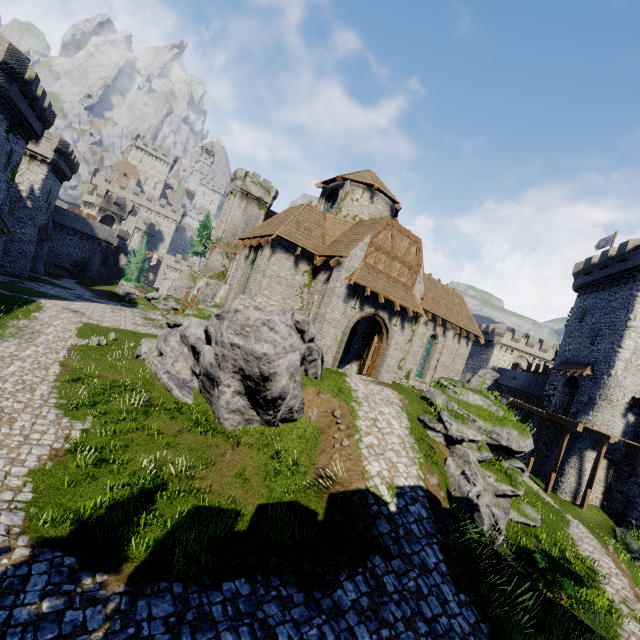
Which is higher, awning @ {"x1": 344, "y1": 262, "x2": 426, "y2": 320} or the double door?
awning @ {"x1": 344, "y1": 262, "x2": 426, "y2": 320}

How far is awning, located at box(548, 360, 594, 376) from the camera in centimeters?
2877cm

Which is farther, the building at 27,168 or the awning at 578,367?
the awning at 578,367

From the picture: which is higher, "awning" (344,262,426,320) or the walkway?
"awning" (344,262,426,320)

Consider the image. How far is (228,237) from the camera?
57.4 meters

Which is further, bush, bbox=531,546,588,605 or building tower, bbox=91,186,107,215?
building tower, bbox=91,186,107,215

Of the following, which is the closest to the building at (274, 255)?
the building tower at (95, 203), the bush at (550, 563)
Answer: the bush at (550, 563)

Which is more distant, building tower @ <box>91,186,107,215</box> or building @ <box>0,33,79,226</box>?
building tower @ <box>91,186,107,215</box>
